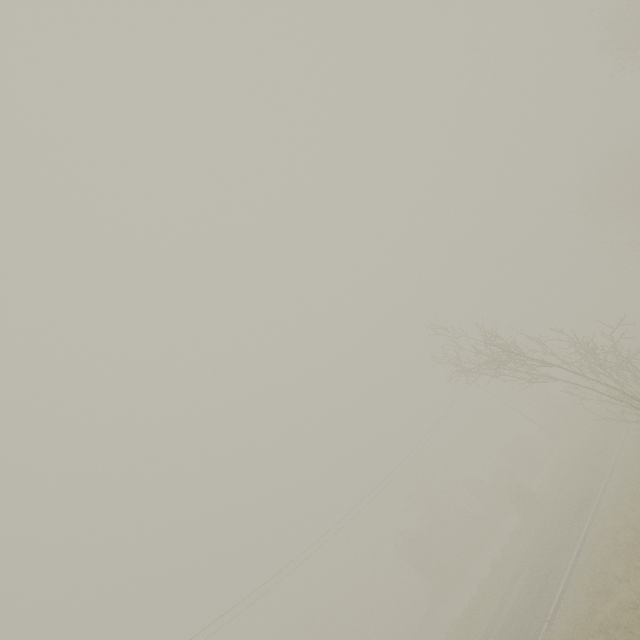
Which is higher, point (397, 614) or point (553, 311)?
point (553, 311)
